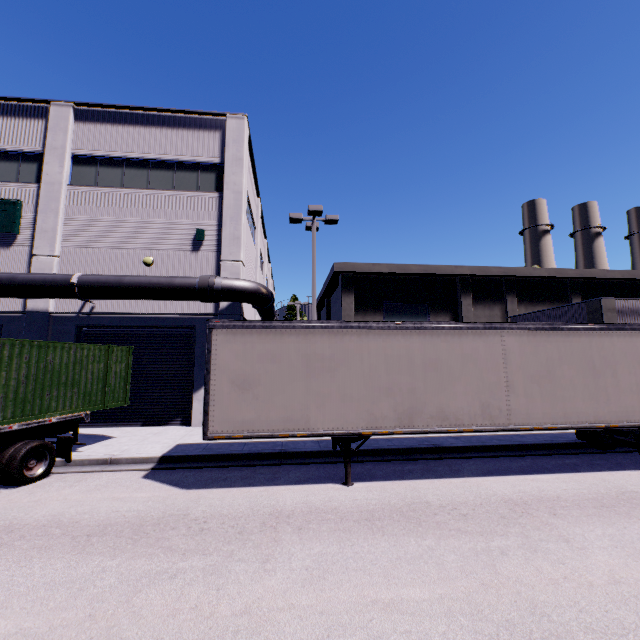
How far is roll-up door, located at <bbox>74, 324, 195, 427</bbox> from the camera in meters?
13.9 m

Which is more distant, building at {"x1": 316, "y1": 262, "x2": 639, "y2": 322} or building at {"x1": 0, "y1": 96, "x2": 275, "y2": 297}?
building at {"x1": 316, "y1": 262, "x2": 639, "y2": 322}

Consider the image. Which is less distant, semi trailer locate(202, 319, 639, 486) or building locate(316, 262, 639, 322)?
semi trailer locate(202, 319, 639, 486)

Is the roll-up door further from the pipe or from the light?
the light

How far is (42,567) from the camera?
4.8m

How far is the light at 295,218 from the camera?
14.9m

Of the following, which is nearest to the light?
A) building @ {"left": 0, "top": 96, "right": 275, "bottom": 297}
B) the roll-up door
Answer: building @ {"left": 0, "top": 96, "right": 275, "bottom": 297}

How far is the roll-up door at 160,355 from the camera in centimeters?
1395cm
